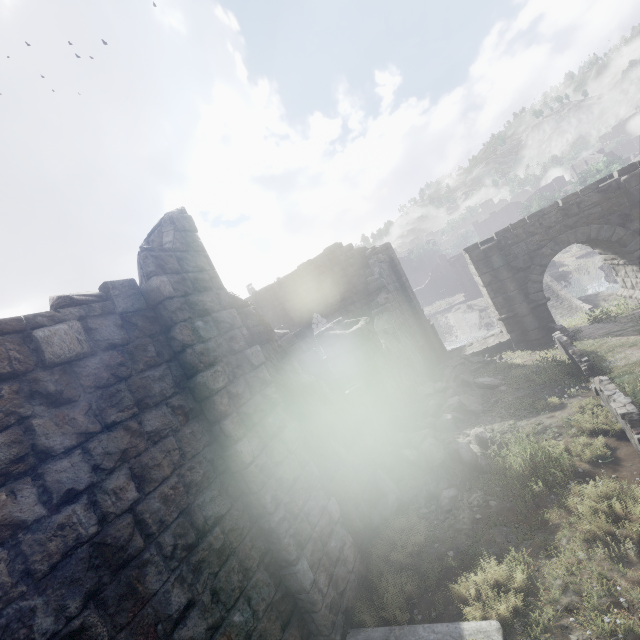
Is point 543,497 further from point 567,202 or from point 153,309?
point 567,202

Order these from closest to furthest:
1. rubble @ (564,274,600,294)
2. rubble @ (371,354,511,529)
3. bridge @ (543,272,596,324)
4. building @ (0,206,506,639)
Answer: building @ (0,206,506,639)
rubble @ (371,354,511,529)
bridge @ (543,272,596,324)
rubble @ (564,274,600,294)

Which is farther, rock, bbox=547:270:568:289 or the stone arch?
rock, bbox=547:270:568:289

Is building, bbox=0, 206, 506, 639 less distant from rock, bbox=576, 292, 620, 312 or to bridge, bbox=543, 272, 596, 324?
rock, bbox=576, 292, 620, 312

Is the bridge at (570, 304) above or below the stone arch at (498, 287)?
below

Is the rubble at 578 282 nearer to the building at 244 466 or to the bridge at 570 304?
the bridge at 570 304

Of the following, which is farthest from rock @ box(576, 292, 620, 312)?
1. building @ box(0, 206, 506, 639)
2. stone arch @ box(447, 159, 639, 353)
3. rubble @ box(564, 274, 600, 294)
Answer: rubble @ box(564, 274, 600, 294)

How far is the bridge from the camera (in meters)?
19.86
